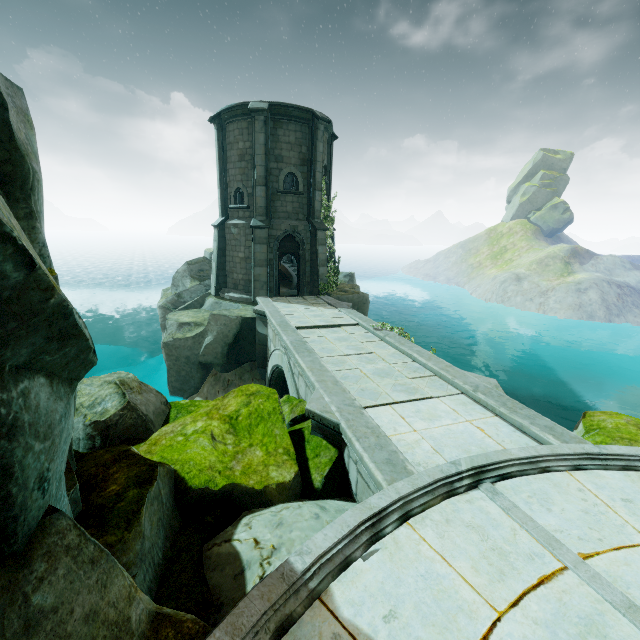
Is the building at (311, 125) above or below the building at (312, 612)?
above

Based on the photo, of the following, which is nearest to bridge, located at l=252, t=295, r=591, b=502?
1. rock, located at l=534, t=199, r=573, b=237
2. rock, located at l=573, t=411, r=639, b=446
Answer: rock, located at l=573, t=411, r=639, b=446

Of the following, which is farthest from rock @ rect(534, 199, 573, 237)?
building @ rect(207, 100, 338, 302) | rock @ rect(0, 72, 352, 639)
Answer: rock @ rect(0, 72, 352, 639)

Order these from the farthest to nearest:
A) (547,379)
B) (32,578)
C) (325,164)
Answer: (547,379), (325,164), (32,578)

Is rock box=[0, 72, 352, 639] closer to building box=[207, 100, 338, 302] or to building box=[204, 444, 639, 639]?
building box=[204, 444, 639, 639]

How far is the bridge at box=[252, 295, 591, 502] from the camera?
5.6m

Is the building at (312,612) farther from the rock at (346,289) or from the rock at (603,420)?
the rock at (346,289)

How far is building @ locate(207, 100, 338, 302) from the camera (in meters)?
16.56
